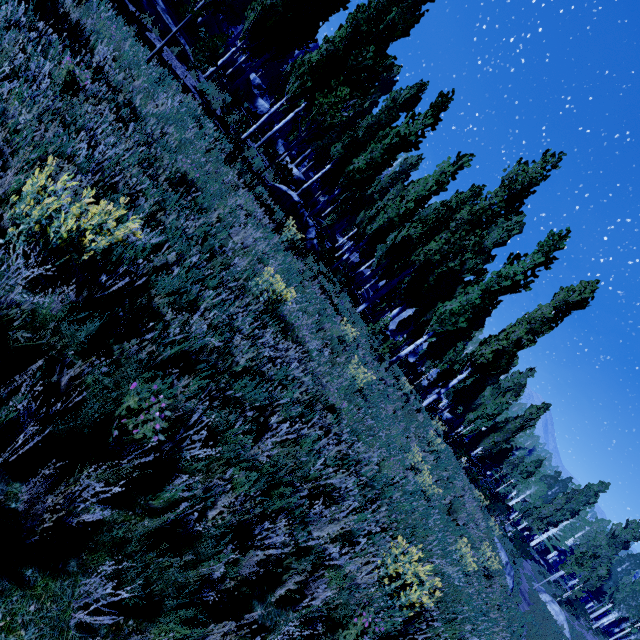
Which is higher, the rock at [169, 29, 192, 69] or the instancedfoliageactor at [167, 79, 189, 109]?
the rock at [169, 29, 192, 69]

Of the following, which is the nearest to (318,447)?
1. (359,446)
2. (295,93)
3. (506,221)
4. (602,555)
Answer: (359,446)

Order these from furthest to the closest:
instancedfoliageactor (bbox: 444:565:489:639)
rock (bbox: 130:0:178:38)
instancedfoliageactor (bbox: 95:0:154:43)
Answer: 1. rock (bbox: 130:0:178:38)
2. instancedfoliageactor (bbox: 95:0:154:43)
3. instancedfoliageactor (bbox: 444:565:489:639)

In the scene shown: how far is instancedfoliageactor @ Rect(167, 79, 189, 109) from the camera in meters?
7.8

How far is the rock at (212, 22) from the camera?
21.6 meters

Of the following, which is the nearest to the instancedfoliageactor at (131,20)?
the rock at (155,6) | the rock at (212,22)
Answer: the rock at (212,22)

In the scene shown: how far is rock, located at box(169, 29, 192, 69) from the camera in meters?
11.4 m

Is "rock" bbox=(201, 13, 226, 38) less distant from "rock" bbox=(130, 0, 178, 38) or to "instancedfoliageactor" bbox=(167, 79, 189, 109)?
"instancedfoliageactor" bbox=(167, 79, 189, 109)
